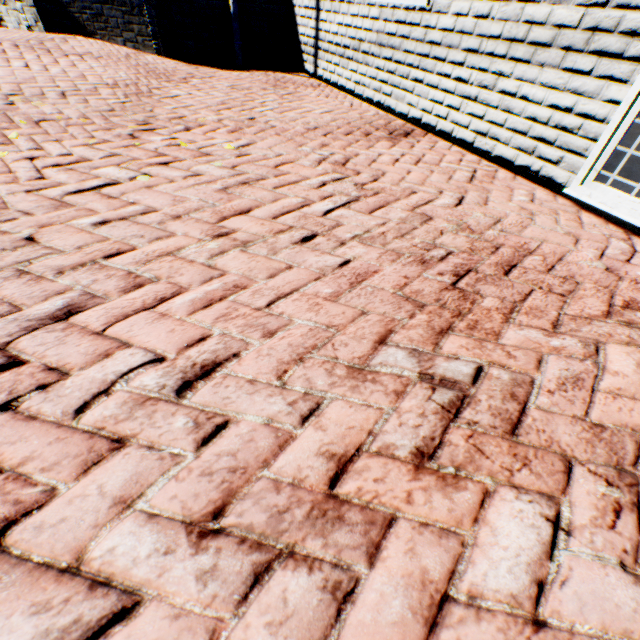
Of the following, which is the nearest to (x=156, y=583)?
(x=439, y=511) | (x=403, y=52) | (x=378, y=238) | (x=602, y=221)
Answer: (x=439, y=511)
